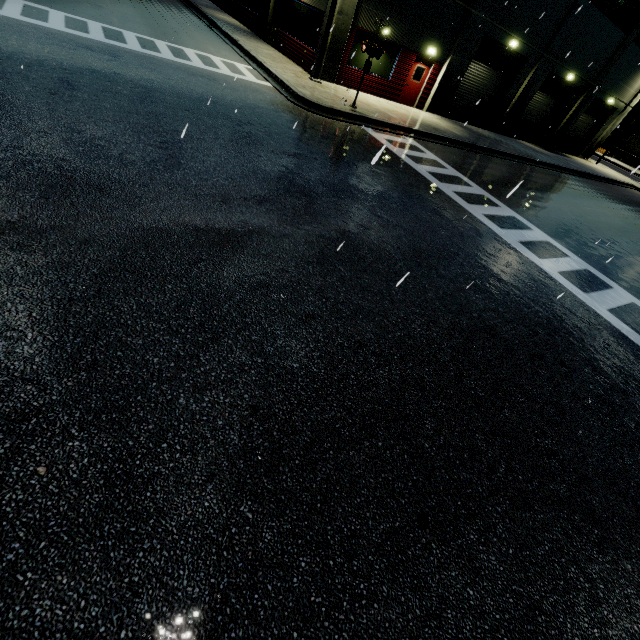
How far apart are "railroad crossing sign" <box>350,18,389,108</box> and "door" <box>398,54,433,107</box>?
6.9m

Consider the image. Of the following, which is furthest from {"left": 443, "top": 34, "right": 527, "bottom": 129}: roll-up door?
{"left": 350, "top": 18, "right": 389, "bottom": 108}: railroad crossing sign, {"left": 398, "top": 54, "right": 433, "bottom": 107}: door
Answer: {"left": 350, "top": 18, "right": 389, "bottom": 108}: railroad crossing sign

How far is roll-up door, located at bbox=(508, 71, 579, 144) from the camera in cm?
2444

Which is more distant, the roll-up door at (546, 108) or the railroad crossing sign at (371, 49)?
the roll-up door at (546, 108)

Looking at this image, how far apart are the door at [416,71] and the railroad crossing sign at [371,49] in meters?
6.9

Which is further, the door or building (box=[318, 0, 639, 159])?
the door

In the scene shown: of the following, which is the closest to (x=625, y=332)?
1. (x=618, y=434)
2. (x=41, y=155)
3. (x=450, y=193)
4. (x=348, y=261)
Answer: (x=618, y=434)

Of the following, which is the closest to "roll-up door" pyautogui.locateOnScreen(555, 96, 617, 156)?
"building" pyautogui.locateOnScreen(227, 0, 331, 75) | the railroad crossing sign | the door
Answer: "building" pyautogui.locateOnScreen(227, 0, 331, 75)
